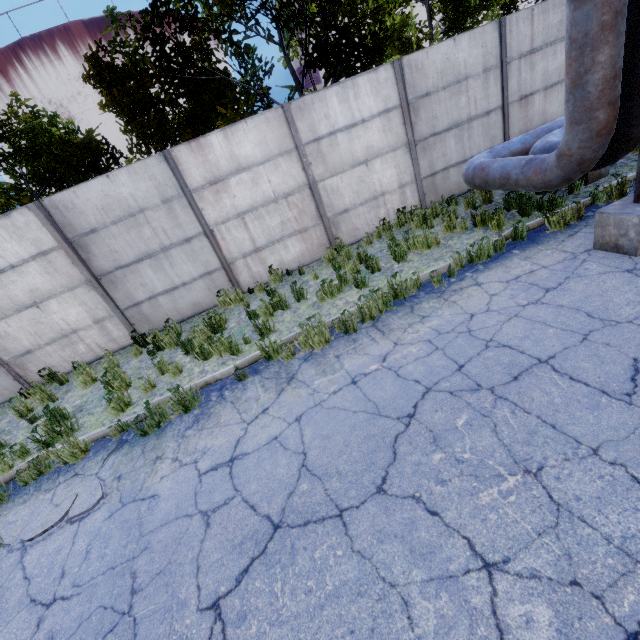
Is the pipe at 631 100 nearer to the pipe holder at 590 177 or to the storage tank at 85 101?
the pipe holder at 590 177

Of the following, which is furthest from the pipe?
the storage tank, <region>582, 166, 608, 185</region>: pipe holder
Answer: the storage tank

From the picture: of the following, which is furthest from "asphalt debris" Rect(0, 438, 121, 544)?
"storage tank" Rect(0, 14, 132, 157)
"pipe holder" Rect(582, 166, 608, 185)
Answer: "storage tank" Rect(0, 14, 132, 157)

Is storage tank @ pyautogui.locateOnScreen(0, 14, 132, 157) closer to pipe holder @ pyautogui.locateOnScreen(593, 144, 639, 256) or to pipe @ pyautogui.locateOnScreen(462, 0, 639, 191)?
pipe @ pyautogui.locateOnScreen(462, 0, 639, 191)

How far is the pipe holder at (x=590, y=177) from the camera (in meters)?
6.84

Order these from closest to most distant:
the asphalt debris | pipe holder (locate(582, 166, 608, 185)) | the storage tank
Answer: the asphalt debris < pipe holder (locate(582, 166, 608, 185)) < the storage tank

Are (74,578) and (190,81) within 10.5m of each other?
no

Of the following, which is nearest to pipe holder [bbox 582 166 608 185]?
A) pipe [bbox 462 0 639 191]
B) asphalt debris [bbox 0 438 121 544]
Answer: pipe [bbox 462 0 639 191]
